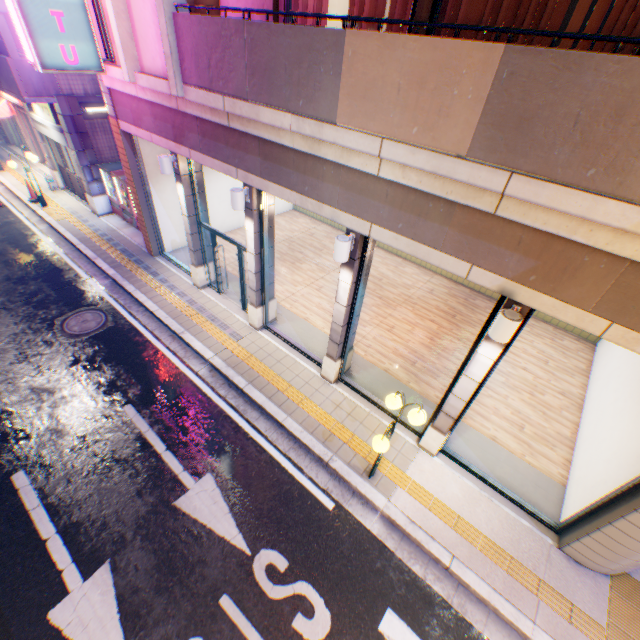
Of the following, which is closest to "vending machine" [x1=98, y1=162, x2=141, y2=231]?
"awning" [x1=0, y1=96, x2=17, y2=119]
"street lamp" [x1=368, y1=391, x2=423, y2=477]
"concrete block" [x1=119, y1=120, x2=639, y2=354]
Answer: "concrete block" [x1=119, y1=120, x2=639, y2=354]

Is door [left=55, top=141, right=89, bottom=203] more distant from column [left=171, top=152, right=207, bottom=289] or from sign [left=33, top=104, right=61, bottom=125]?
column [left=171, top=152, right=207, bottom=289]

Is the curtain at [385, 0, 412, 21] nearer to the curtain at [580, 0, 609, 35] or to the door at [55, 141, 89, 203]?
the curtain at [580, 0, 609, 35]

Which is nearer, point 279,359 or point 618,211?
point 618,211

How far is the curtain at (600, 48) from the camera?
3.9m

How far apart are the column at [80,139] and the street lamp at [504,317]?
15.76m

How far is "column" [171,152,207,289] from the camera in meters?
8.6 m

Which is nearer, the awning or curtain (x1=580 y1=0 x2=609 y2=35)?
curtain (x1=580 y1=0 x2=609 y2=35)
